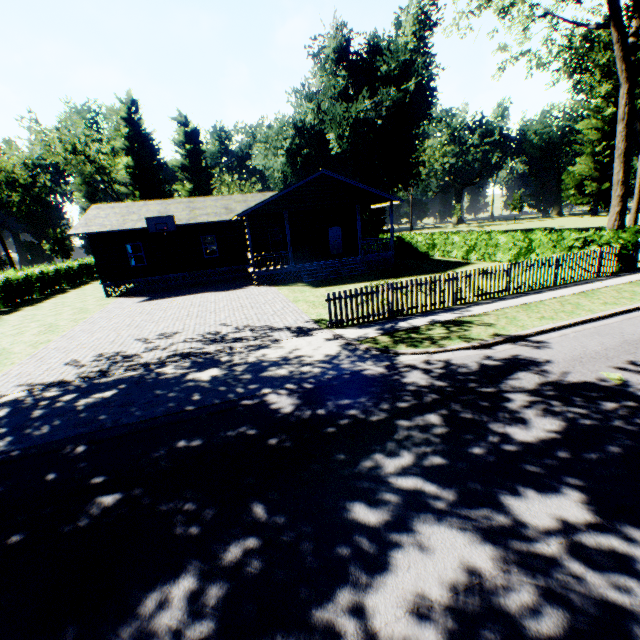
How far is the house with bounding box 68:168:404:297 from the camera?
20.6 meters

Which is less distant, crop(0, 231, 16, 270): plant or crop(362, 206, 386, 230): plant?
crop(362, 206, 386, 230): plant

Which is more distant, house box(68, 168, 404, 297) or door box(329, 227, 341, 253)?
door box(329, 227, 341, 253)

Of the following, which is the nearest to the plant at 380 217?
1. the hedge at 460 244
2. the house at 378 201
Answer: the hedge at 460 244

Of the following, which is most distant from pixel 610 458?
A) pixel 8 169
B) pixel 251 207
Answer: pixel 8 169

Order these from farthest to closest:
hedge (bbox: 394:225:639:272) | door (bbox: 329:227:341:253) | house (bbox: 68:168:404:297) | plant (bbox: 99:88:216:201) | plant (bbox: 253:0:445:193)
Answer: plant (bbox: 99:88:216:201), plant (bbox: 253:0:445:193), door (bbox: 329:227:341:253), house (bbox: 68:168:404:297), hedge (bbox: 394:225:639:272)

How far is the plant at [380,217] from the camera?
47.53m

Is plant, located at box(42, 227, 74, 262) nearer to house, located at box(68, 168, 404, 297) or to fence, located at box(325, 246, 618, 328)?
fence, located at box(325, 246, 618, 328)
